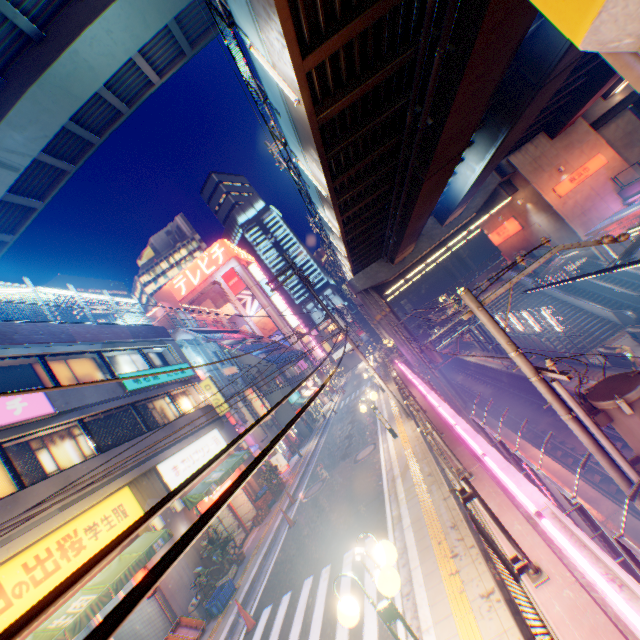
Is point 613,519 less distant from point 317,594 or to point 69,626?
point 317,594

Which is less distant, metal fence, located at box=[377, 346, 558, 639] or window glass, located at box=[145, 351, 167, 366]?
metal fence, located at box=[377, 346, 558, 639]

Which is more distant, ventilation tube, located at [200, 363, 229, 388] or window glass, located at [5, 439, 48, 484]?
ventilation tube, located at [200, 363, 229, 388]

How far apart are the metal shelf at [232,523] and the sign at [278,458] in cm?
293

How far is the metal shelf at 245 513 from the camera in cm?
1773

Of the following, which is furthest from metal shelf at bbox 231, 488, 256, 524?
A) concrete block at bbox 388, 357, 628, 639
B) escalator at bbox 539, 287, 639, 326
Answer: escalator at bbox 539, 287, 639, 326

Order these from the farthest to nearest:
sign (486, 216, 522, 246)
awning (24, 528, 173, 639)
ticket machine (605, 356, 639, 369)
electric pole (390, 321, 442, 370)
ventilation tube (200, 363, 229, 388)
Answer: sign (486, 216, 522, 246) → ventilation tube (200, 363, 229, 388) → electric pole (390, 321, 442, 370) → ticket machine (605, 356, 639, 369) → awning (24, 528, 173, 639)

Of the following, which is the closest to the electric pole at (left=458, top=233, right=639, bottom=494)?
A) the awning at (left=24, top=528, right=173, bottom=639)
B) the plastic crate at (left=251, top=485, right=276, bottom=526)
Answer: the awning at (left=24, top=528, right=173, bottom=639)
